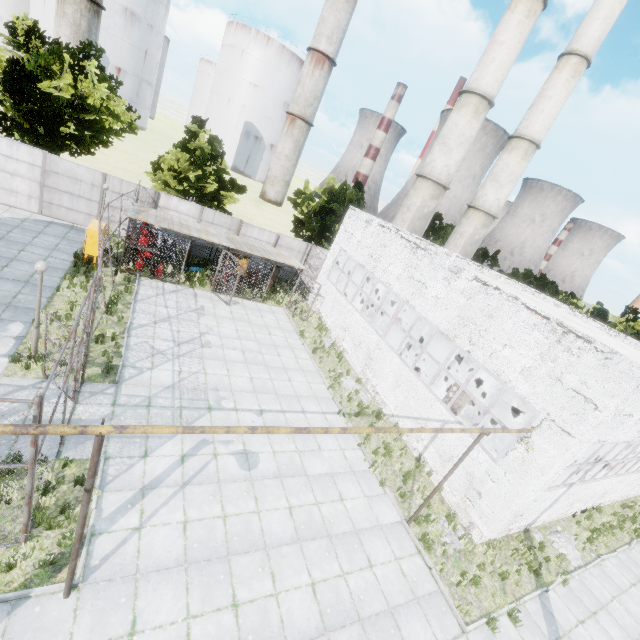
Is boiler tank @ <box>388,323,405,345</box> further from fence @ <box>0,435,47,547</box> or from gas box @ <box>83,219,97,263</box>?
gas box @ <box>83,219,97,263</box>

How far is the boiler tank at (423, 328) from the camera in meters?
21.4

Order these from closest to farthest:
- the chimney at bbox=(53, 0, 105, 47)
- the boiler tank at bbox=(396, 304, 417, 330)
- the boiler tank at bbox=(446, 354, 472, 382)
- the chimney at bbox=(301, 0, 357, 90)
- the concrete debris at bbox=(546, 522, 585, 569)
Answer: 1. the concrete debris at bbox=(546, 522, 585, 569)
2. the boiler tank at bbox=(446, 354, 472, 382)
3. the boiler tank at bbox=(396, 304, 417, 330)
4. the chimney at bbox=(53, 0, 105, 47)
5. the chimney at bbox=(301, 0, 357, 90)

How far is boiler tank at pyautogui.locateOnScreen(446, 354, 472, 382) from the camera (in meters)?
18.55

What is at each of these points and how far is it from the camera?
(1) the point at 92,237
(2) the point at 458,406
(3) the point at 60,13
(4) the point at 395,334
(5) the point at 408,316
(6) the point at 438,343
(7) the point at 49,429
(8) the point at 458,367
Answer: (1) gas box, 16.0m
(2) boiler group, 13.1m
(3) chimney, 45.3m
(4) boiler tank, 24.0m
(5) boiler tank, 23.3m
(6) boiler tank, 20.7m
(7) pipe, 4.2m
(8) boiler tank, 19.0m

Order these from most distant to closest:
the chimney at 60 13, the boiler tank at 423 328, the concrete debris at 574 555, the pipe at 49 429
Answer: the chimney at 60 13 < the boiler tank at 423 328 < the concrete debris at 574 555 < the pipe at 49 429

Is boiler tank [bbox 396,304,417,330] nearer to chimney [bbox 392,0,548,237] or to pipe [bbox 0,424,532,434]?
chimney [bbox 392,0,548,237]

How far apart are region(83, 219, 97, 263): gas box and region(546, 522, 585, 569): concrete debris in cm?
2451
